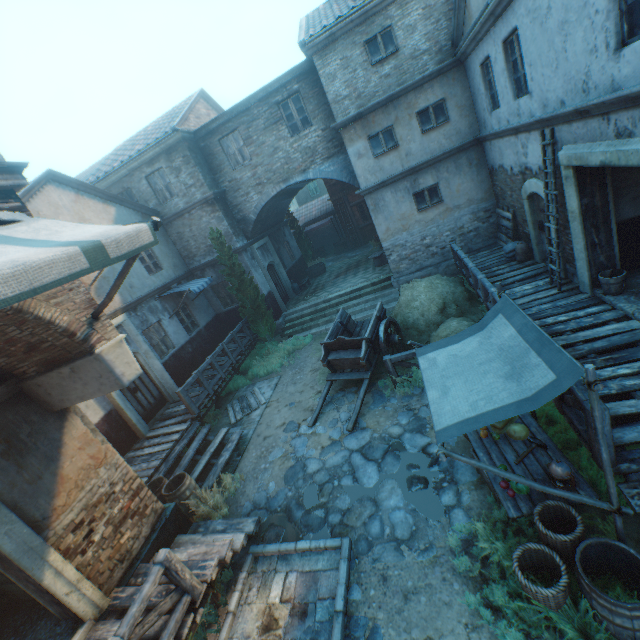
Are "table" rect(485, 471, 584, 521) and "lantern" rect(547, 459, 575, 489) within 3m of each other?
yes

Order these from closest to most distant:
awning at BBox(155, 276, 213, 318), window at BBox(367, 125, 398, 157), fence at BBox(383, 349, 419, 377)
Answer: fence at BBox(383, 349, 419, 377) → window at BBox(367, 125, 398, 157) → awning at BBox(155, 276, 213, 318)

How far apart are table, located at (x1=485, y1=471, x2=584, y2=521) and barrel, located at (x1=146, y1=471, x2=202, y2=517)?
6.3m

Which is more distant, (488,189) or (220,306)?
(220,306)

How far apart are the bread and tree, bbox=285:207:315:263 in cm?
1895

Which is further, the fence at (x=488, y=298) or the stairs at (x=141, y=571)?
the fence at (x=488, y=298)

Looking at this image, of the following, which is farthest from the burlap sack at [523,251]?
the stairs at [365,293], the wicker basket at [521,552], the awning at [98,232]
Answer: the awning at [98,232]

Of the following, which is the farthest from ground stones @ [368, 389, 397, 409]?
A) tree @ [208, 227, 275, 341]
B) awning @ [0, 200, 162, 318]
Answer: awning @ [0, 200, 162, 318]
